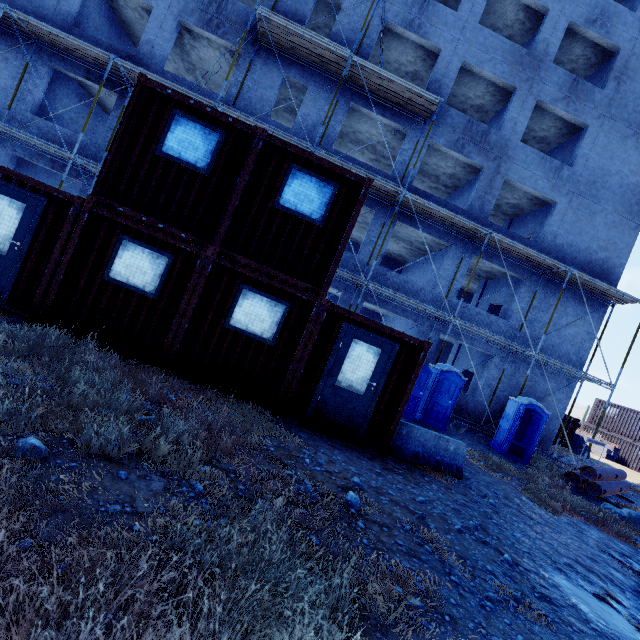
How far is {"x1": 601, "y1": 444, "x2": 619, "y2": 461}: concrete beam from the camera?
26.25m

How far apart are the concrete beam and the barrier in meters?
28.2

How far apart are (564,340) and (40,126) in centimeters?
2539cm

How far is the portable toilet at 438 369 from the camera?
12.3 meters

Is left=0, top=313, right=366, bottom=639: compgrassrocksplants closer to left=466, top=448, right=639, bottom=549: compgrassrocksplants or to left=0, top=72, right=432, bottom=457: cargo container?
left=0, top=72, right=432, bottom=457: cargo container

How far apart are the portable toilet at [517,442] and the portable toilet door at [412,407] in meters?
4.2

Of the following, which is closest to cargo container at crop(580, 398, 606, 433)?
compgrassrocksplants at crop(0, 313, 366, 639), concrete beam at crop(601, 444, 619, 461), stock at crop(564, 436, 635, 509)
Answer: concrete beam at crop(601, 444, 619, 461)

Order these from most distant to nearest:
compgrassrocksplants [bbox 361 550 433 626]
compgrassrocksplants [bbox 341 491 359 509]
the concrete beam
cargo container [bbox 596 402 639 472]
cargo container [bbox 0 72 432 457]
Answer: the concrete beam, cargo container [bbox 596 402 639 472], cargo container [bbox 0 72 432 457], compgrassrocksplants [bbox 341 491 359 509], compgrassrocksplants [bbox 361 550 433 626]
